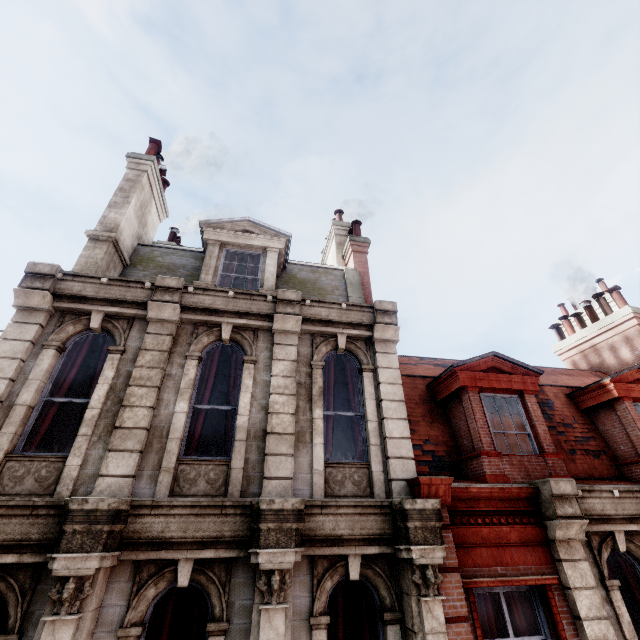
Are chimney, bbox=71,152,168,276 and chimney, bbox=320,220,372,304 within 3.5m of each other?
no

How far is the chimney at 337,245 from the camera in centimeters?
1092cm

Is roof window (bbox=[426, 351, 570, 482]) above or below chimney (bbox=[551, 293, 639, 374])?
below

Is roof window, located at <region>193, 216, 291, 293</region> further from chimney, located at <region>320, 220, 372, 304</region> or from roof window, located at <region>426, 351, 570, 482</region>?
roof window, located at <region>426, 351, 570, 482</region>

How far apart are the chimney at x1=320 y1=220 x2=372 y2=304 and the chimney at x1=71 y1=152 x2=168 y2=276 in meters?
6.2

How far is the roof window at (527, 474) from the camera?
7.0 meters

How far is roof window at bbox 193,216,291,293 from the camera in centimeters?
837cm

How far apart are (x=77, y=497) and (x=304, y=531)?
3.2 meters
